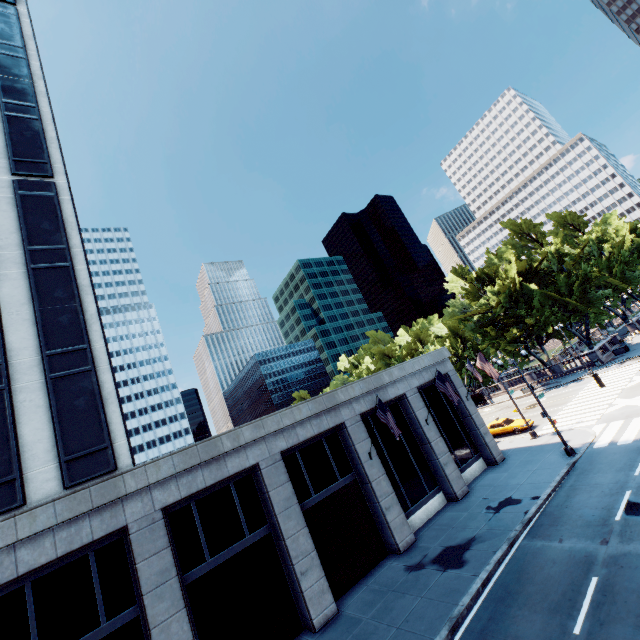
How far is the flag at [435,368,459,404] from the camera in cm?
2106

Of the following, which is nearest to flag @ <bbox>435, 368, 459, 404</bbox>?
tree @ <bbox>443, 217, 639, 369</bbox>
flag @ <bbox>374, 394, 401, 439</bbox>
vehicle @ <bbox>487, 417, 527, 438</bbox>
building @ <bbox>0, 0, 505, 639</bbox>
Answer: building @ <bbox>0, 0, 505, 639</bbox>

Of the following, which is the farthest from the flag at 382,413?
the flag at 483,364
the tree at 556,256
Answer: the tree at 556,256

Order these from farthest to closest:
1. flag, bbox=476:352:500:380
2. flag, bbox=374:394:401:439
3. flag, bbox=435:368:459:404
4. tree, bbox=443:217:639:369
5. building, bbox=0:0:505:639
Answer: tree, bbox=443:217:639:369 < flag, bbox=476:352:500:380 < flag, bbox=435:368:459:404 < flag, bbox=374:394:401:439 < building, bbox=0:0:505:639

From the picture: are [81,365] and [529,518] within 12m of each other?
no

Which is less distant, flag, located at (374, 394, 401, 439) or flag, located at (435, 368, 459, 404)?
flag, located at (374, 394, 401, 439)

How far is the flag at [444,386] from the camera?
21.06m

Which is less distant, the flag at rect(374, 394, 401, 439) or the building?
the building
